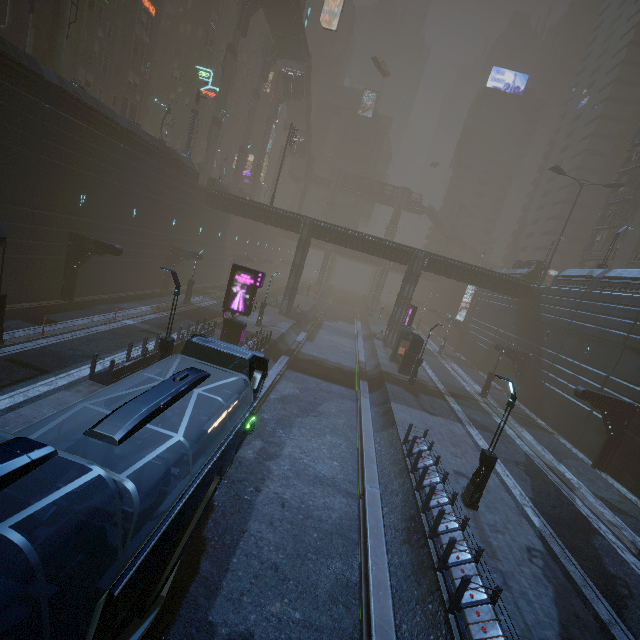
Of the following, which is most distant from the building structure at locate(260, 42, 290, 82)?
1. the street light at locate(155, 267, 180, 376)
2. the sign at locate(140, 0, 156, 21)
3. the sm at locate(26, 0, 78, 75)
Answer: the street light at locate(155, 267, 180, 376)

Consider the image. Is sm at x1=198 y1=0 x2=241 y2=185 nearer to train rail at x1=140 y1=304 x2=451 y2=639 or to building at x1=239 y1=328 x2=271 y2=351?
building at x1=239 y1=328 x2=271 y2=351

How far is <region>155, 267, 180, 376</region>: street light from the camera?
14.47m

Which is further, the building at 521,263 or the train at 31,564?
the building at 521,263

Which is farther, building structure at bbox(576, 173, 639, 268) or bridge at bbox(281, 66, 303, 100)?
bridge at bbox(281, 66, 303, 100)

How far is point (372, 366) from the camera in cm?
3206

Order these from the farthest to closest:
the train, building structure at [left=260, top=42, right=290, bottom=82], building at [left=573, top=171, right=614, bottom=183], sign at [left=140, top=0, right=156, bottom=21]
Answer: building at [left=573, top=171, right=614, bottom=183], building structure at [left=260, top=42, right=290, bottom=82], sign at [left=140, top=0, right=156, bottom=21], the train

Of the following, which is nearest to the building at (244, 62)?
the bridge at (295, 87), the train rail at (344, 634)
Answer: the train rail at (344, 634)
